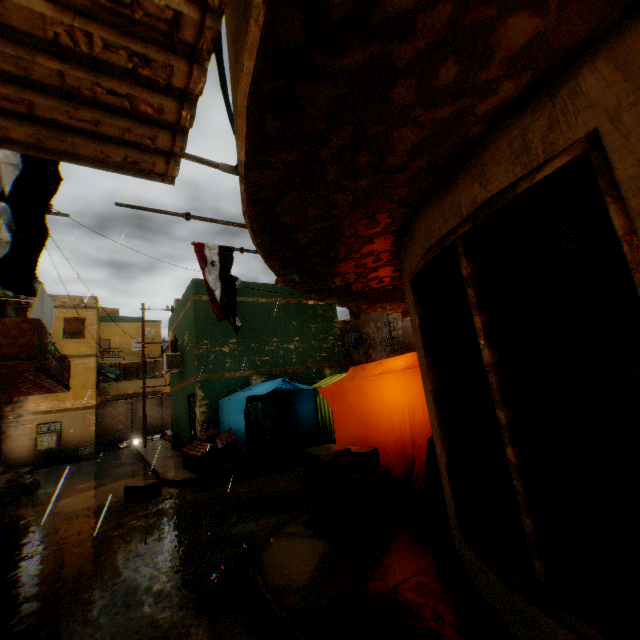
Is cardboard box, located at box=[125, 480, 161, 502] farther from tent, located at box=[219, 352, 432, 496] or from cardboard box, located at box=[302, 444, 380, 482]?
cardboard box, located at box=[302, 444, 380, 482]

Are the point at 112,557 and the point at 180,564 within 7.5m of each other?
yes

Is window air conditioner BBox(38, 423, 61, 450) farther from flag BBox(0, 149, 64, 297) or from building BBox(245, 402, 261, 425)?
flag BBox(0, 149, 64, 297)

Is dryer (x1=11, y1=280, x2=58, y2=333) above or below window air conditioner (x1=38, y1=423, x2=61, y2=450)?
above

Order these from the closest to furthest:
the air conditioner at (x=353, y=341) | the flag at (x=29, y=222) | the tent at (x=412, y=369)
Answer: the flag at (x=29, y=222) → the tent at (x=412, y=369) → the air conditioner at (x=353, y=341)

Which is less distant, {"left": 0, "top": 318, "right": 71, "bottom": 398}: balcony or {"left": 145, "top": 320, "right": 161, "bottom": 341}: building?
{"left": 0, "top": 318, "right": 71, "bottom": 398}: balcony

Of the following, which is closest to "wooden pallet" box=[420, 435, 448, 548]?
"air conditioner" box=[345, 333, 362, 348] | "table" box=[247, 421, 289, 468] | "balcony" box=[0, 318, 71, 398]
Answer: "balcony" box=[0, 318, 71, 398]

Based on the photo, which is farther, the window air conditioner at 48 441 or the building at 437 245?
the window air conditioner at 48 441
